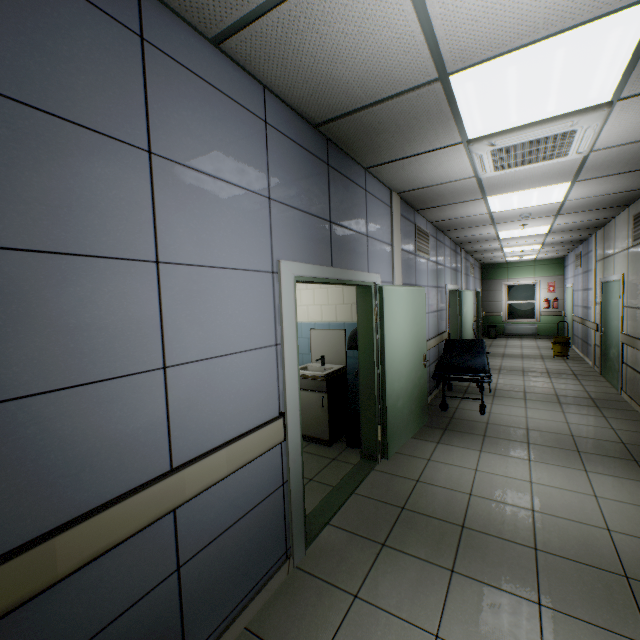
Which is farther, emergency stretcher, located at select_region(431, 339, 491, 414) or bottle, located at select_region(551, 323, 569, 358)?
bottle, located at select_region(551, 323, 569, 358)

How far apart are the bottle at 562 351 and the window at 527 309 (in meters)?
4.29

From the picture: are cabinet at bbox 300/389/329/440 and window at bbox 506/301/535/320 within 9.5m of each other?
no

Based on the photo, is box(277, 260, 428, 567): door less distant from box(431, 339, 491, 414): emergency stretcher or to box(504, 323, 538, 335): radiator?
box(431, 339, 491, 414): emergency stretcher

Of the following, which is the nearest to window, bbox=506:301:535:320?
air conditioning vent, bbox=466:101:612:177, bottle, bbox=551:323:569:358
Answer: bottle, bbox=551:323:569:358

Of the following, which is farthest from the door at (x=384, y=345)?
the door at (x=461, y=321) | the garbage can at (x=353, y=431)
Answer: the door at (x=461, y=321)

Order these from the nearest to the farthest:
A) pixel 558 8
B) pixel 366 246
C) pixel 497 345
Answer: pixel 558 8, pixel 366 246, pixel 497 345

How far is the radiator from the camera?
13.47m
